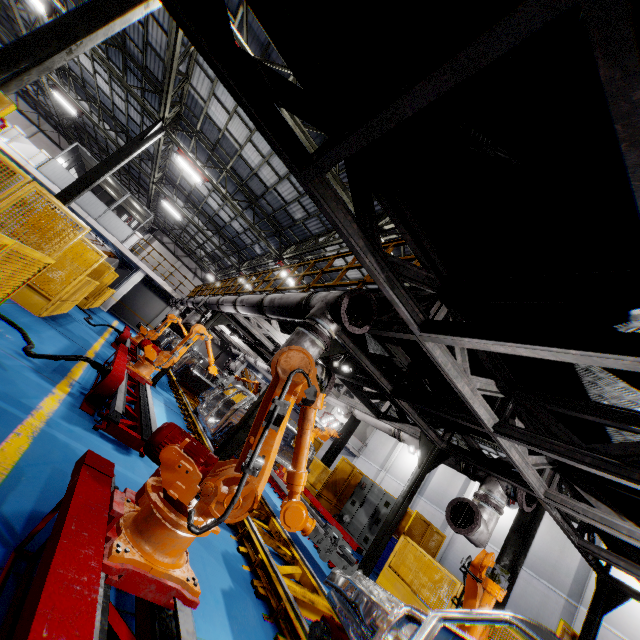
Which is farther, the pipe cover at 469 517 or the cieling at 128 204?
the cieling at 128 204

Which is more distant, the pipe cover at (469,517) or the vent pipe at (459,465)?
the vent pipe at (459,465)

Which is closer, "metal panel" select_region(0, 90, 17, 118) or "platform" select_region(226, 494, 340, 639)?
"metal panel" select_region(0, 90, 17, 118)

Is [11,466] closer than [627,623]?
Yes

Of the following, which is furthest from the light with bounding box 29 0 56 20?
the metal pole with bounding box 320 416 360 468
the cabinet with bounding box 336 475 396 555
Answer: the cabinet with bounding box 336 475 396 555

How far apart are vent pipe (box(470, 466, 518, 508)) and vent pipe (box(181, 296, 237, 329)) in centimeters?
370cm

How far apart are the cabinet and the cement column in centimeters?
2606cm

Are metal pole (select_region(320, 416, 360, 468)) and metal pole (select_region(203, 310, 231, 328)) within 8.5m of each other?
yes
